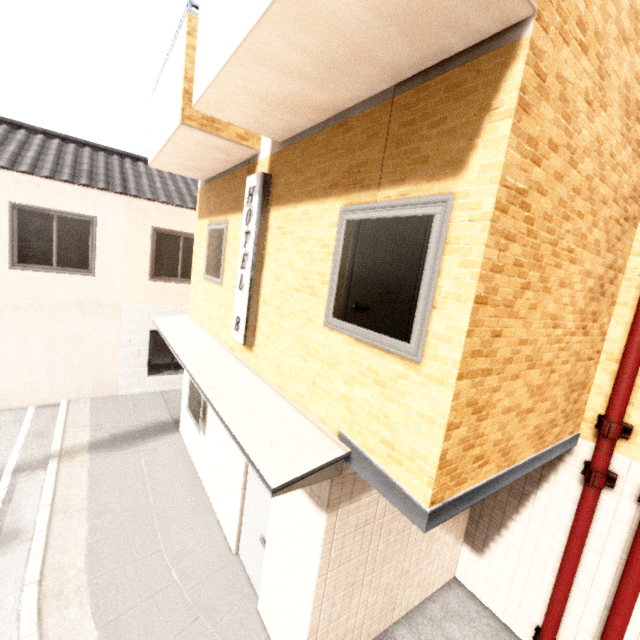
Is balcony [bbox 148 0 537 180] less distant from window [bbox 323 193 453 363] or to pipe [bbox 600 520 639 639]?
window [bbox 323 193 453 363]

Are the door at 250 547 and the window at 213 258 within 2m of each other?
no

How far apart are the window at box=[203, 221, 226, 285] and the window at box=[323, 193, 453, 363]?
3.1m

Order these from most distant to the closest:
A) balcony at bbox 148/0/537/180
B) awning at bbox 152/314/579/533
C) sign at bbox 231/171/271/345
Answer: sign at bbox 231/171/271/345 → awning at bbox 152/314/579/533 → balcony at bbox 148/0/537/180

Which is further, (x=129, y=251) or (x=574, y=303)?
(x=129, y=251)

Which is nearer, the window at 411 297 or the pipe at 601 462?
the window at 411 297

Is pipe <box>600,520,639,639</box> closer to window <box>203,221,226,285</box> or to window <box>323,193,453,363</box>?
window <box>323,193,453,363</box>

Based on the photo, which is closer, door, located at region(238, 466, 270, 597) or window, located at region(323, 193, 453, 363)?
window, located at region(323, 193, 453, 363)
